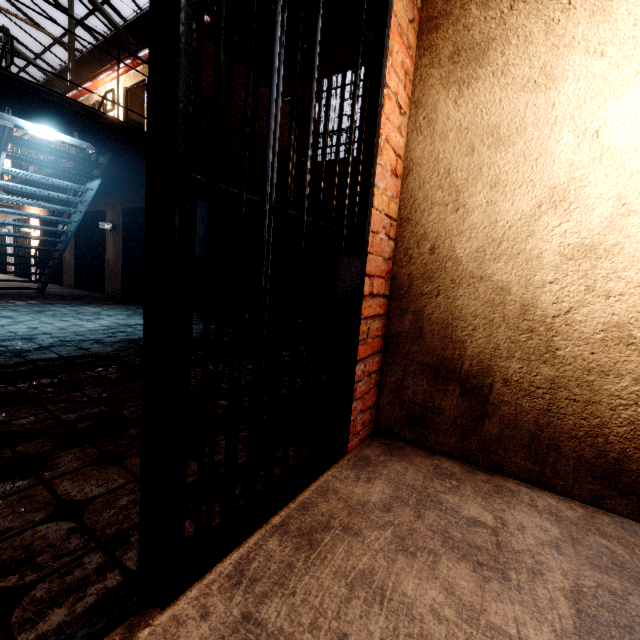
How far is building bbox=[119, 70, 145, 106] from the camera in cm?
780

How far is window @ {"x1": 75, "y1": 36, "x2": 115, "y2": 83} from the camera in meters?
12.3

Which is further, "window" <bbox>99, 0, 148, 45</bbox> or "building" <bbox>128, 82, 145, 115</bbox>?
"window" <bbox>99, 0, 148, 45</bbox>

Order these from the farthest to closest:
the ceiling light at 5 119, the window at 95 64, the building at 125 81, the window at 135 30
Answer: the window at 95 64 < the window at 135 30 < the building at 125 81 < the ceiling light at 5 119

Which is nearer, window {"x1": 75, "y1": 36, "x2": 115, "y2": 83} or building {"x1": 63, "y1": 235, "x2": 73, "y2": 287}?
building {"x1": 63, "y1": 235, "x2": 73, "y2": 287}

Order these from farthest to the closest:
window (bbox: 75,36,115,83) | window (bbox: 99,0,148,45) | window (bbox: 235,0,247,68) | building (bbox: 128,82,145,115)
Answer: window (bbox: 75,36,115,83)
window (bbox: 99,0,148,45)
window (bbox: 235,0,247,68)
building (bbox: 128,82,145,115)

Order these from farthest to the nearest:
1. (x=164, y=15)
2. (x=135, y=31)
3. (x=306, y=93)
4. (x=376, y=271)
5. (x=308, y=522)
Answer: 1. (x=135, y=31)
2. (x=306, y=93)
3. (x=376, y=271)
4. (x=308, y=522)
5. (x=164, y=15)

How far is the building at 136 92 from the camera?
8.5m
